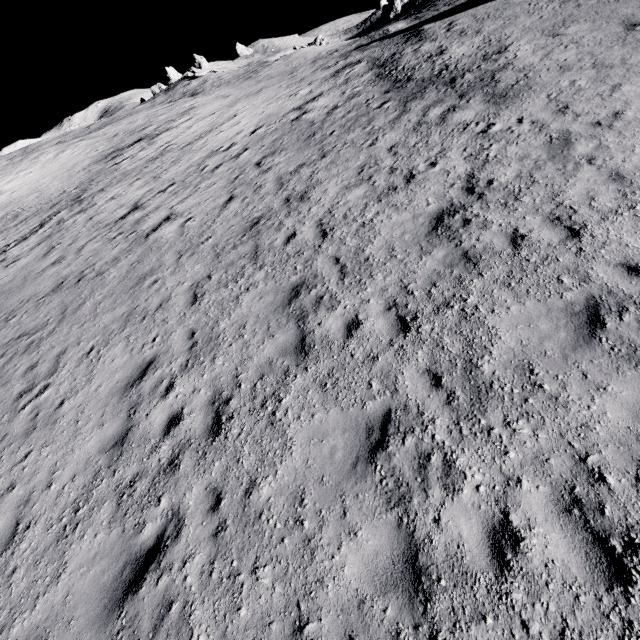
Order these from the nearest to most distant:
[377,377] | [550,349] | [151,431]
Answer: [550,349], [377,377], [151,431]
